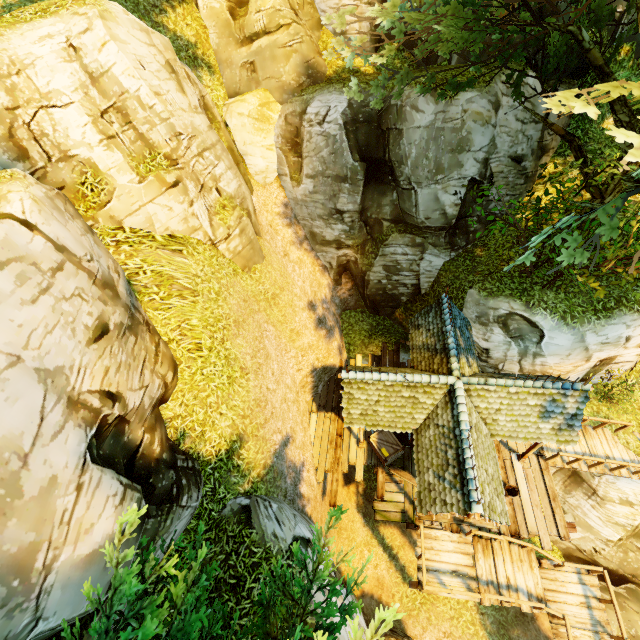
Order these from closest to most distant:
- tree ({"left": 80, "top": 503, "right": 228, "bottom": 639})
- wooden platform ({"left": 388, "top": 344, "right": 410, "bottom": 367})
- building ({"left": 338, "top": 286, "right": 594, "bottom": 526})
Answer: tree ({"left": 80, "top": 503, "right": 228, "bottom": 639})
building ({"left": 338, "top": 286, "right": 594, "bottom": 526})
wooden platform ({"left": 388, "top": 344, "right": 410, "bottom": 367})

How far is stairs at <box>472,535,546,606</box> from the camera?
10.5 meters

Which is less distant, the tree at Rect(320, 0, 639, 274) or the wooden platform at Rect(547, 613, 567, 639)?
the tree at Rect(320, 0, 639, 274)

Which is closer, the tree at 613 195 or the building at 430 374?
the tree at 613 195

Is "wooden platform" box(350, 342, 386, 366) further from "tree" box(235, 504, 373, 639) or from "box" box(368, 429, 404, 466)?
"tree" box(235, 504, 373, 639)

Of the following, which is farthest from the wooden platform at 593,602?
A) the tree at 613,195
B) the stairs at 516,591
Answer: the tree at 613,195

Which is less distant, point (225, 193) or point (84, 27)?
point (84, 27)

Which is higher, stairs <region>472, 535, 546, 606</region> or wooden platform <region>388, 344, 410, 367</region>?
wooden platform <region>388, 344, 410, 367</region>
